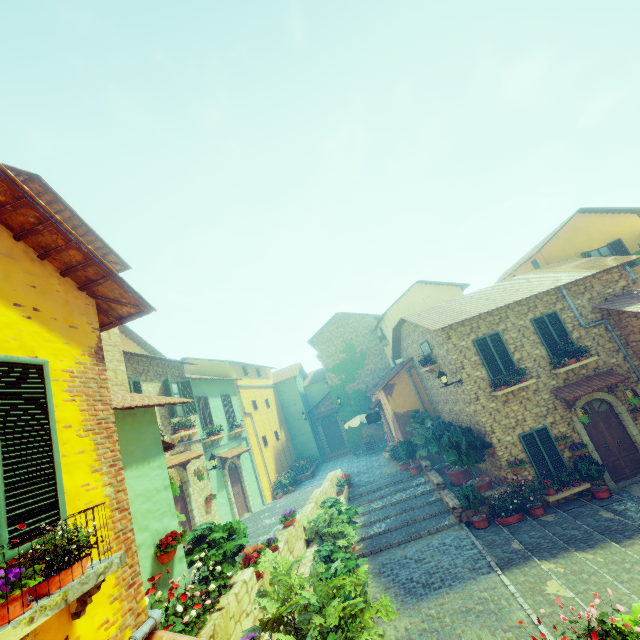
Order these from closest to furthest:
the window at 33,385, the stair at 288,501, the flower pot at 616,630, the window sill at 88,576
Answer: the window sill at 88,576
the window at 33,385
the flower pot at 616,630
the stair at 288,501

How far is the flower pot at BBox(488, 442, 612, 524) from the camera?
10.6 meters

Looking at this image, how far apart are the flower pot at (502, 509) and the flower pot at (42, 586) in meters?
13.3 m

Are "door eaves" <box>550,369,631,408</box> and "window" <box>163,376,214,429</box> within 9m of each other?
no

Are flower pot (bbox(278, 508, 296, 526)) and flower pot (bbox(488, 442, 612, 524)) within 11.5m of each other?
yes

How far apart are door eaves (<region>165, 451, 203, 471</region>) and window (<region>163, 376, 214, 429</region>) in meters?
1.4 m

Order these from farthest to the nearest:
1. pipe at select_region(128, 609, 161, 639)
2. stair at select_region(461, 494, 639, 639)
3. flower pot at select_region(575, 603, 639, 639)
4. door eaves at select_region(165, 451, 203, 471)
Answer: door eaves at select_region(165, 451, 203, 471)
stair at select_region(461, 494, 639, 639)
flower pot at select_region(575, 603, 639, 639)
pipe at select_region(128, 609, 161, 639)

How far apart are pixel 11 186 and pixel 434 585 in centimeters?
1186cm
